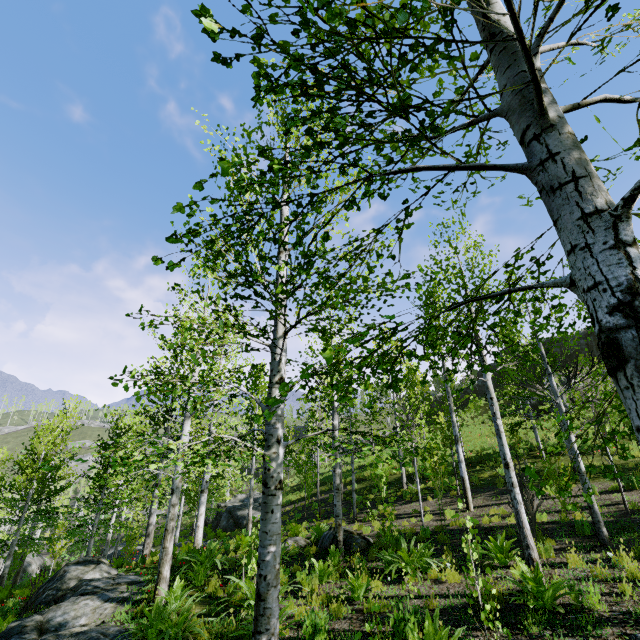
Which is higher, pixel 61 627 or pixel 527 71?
pixel 527 71

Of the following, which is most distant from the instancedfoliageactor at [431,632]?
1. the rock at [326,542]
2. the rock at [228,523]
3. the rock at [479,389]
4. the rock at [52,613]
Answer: the rock at [479,389]

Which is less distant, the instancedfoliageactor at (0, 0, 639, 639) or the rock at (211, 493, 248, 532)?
the instancedfoliageactor at (0, 0, 639, 639)

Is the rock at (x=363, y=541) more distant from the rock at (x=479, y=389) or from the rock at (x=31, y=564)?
the rock at (x=31, y=564)

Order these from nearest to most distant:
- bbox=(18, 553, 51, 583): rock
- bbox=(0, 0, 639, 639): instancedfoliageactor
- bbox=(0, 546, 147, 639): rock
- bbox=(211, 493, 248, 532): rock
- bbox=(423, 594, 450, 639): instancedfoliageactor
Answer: bbox=(0, 0, 639, 639): instancedfoliageactor
bbox=(423, 594, 450, 639): instancedfoliageactor
bbox=(0, 546, 147, 639): rock
bbox=(211, 493, 248, 532): rock
bbox=(18, 553, 51, 583): rock

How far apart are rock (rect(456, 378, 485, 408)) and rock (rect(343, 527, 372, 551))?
34.7m

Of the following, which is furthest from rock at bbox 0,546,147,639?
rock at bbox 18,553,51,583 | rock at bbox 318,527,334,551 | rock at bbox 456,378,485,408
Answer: rock at bbox 456,378,485,408

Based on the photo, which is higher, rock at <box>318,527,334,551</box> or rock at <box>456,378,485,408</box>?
rock at <box>456,378,485,408</box>
